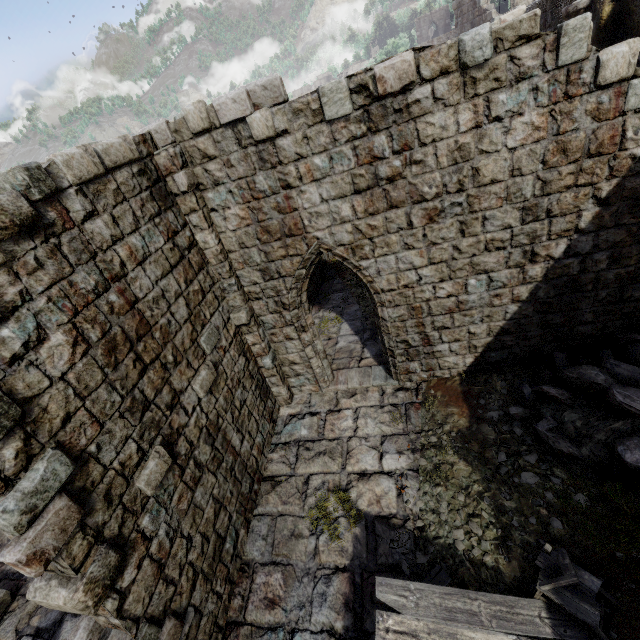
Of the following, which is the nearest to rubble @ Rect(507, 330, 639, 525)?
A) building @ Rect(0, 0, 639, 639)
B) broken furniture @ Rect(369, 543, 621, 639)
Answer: building @ Rect(0, 0, 639, 639)

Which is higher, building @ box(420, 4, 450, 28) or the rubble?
building @ box(420, 4, 450, 28)

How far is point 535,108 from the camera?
4.6 meters

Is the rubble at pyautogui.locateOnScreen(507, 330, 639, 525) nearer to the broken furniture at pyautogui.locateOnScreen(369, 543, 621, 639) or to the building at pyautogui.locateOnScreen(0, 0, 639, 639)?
the building at pyautogui.locateOnScreen(0, 0, 639, 639)

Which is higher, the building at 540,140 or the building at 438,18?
A: the building at 438,18

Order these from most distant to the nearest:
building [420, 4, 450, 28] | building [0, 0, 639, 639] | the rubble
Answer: building [420, 4, 450, 28]
the rubble
building [0, 0, 639, 639]

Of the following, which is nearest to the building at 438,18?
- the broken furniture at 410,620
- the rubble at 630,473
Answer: the rubble at 630,473
